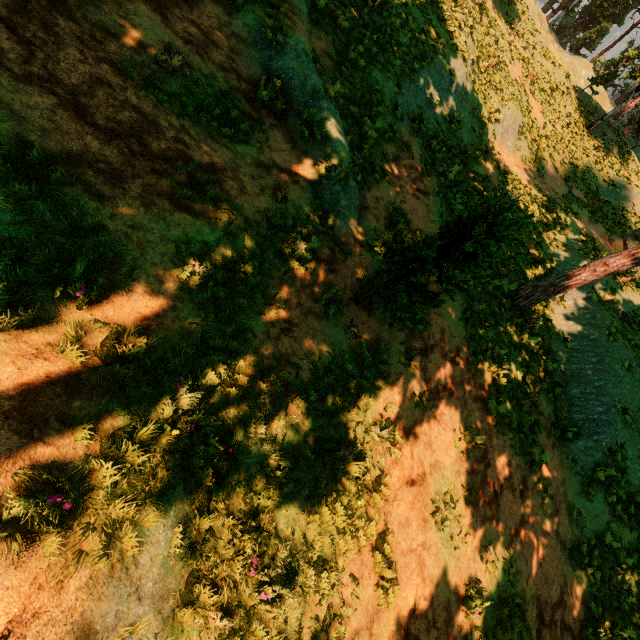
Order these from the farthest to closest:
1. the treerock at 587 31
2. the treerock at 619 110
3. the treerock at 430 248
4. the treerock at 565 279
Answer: the treerock at 587 31 < the treerock at 619 110 < the treerock at 565 279 < the treerock at 430 248

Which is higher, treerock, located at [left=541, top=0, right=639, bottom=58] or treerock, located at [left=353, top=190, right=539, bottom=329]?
treerock, located at [left=541, top=0, right=639, bottom=58]

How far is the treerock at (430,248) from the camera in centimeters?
485cm

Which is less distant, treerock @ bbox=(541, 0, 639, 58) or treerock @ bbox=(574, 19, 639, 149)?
treerock @ bbox=(574, 19, 639, 149)

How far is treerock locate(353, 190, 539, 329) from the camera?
4.8 meters

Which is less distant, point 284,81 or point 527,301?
point 284,81

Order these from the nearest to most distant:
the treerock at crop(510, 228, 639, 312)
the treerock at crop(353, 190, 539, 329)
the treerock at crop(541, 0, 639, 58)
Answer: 1. the treerock at crop(353, 190, 539, 329)
2. the treerock at crop(510, 228, 639, 312)
3. the treerock at crop(541, 0, 639, 58)
